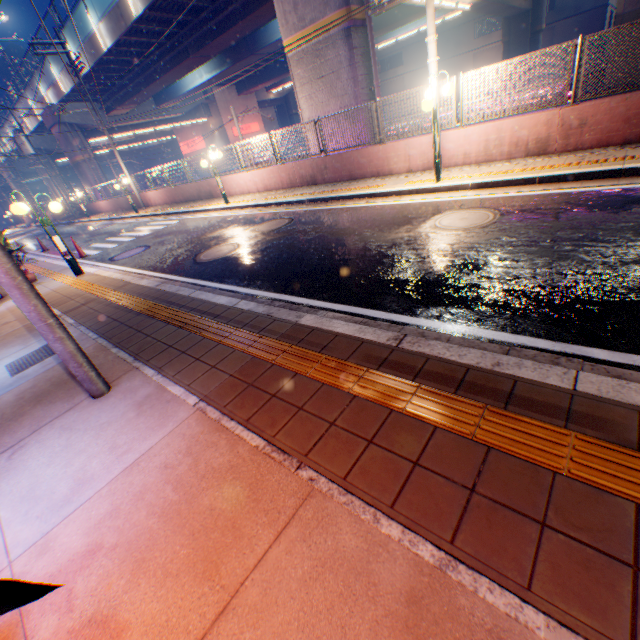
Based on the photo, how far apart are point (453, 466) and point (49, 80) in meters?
41.3 m

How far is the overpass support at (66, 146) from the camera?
30.0 meters

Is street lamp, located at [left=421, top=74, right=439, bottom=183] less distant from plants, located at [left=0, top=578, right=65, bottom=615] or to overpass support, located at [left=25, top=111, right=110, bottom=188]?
overpass support, located at [left=25, top=111, right=110, bottom=188]

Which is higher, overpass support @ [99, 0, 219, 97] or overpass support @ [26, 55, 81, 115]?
overpass support @ [26, 55, 81, 115]

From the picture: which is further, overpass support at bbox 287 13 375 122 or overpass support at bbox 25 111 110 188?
overpass support at bbox 25 111 110 188

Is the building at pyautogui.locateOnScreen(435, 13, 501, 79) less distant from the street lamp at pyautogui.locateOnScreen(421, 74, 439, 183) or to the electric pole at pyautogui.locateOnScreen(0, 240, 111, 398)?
the street lamp at pyautogui.locateOnScreen(421, 74, 439, 183)

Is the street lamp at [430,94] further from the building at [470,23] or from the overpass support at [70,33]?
the building at [470,23]

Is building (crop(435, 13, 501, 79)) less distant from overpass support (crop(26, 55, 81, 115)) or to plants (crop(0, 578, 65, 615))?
overpass support (crop(26, 55, 81, 115))
